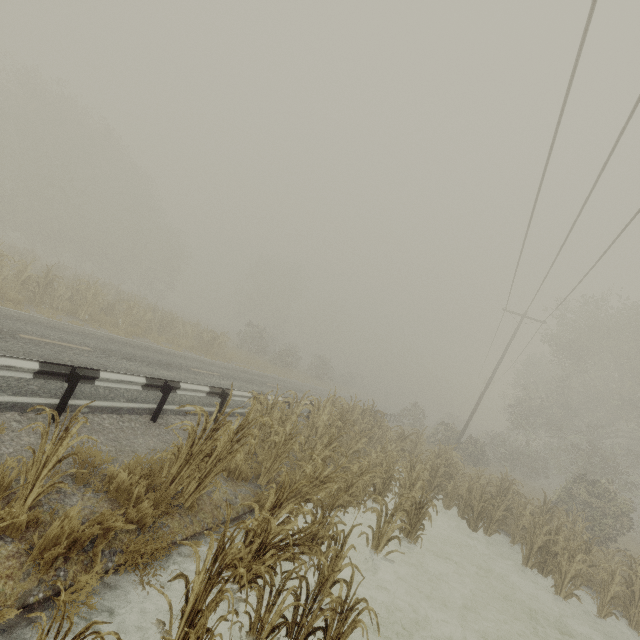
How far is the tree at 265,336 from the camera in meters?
34.2

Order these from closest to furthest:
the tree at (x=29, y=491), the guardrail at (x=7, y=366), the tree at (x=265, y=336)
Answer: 1. the tree at (x=29, y=491)
2. the guardrail at (x=7, y=366)
3. the tree at (x=265, y=336)

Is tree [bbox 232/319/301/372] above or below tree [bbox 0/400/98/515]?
above

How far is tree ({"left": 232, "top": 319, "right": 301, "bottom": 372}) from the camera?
34.2 meters

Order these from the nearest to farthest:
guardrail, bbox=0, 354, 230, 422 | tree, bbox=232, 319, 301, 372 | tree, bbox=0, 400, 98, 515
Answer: tree, bbox=0, 400, 98, 515
guardrail, bbox=0, 354, 230, 422
tree, bbox=232, 319, 301, 372

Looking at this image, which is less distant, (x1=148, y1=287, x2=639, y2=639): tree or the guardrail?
(x1=148, y1=287, x2=639, y2=639): tree

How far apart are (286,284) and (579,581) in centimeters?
5383cm

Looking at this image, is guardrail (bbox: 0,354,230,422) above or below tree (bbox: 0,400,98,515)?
above
